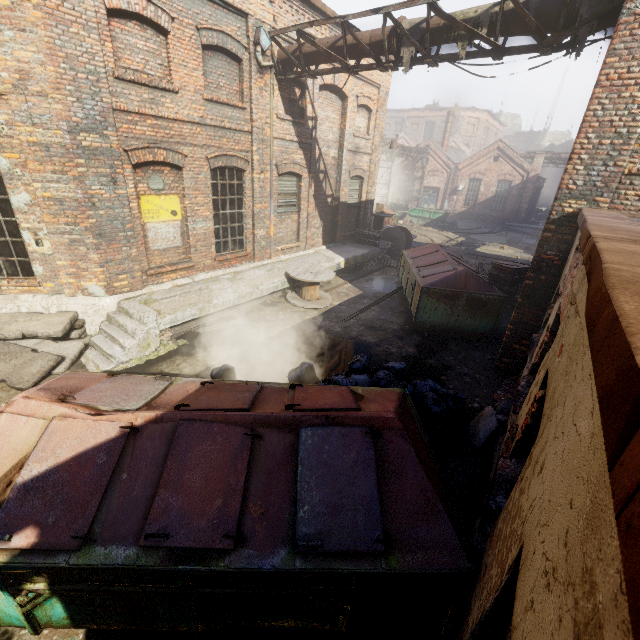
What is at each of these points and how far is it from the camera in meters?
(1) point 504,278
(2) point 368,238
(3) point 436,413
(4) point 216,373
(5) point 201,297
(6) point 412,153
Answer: (1) pallet, 11.3
(2) pallet, 15.6
(3) trash bag, 5.0
(4) trash bag, 5.5
(5) building, 8.3
(6) pipe, 31.8

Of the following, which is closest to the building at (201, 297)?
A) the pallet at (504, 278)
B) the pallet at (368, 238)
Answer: the pallet at (368, 238)

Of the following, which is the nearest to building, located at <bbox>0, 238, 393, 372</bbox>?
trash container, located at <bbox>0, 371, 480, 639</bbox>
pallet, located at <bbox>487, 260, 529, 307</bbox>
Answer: trash container, located at <bbox>0, 371, 480, 639</bbox>

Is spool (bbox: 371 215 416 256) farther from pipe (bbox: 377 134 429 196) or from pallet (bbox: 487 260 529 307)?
pallet (bbox: 487 260 529 307)

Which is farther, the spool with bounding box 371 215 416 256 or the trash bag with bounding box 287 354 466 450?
the spool with bounding box 371 215 416 256

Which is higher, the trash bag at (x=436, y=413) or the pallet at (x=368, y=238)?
the pallet at (x=368, y=238)

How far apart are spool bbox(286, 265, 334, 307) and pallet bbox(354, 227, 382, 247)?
5.1m

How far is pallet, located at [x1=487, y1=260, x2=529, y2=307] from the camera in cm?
1113
